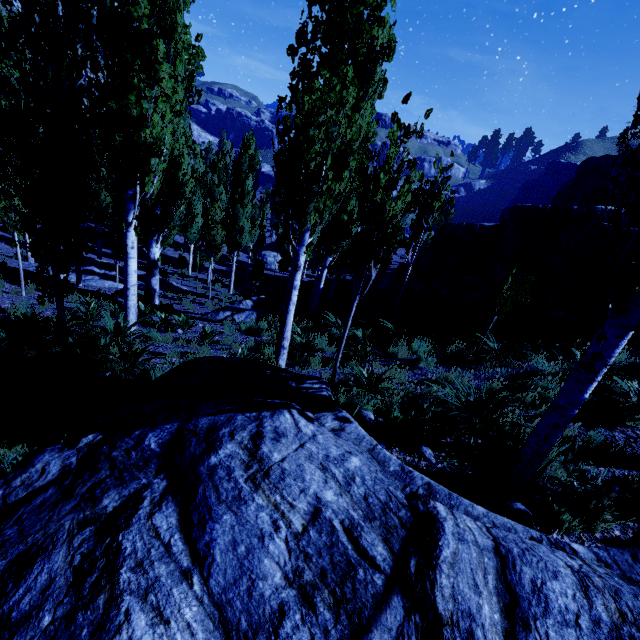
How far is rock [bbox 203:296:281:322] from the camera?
13.0 meters

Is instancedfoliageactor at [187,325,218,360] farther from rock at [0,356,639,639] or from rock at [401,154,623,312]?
rock at [401,154,623,312]

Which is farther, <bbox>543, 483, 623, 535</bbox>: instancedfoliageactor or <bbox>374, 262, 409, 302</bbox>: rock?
<bbox>374, 262, 409, 302</bbox>: rock

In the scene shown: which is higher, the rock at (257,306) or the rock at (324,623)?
the rock at (324,623)

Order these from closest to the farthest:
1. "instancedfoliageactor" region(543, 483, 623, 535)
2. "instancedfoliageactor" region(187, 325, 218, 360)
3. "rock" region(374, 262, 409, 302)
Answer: "instancedfoliageactor" region(543, 483, 623, 535), "instancedfoliageactor" region(187, 325, 218, 360), "rock" region(374, 262, 409, 302)

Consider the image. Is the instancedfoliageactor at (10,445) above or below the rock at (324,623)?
below

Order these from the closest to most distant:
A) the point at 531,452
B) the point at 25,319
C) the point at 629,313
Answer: the point at 629,313
the point at 531,452
the point at 25,319
